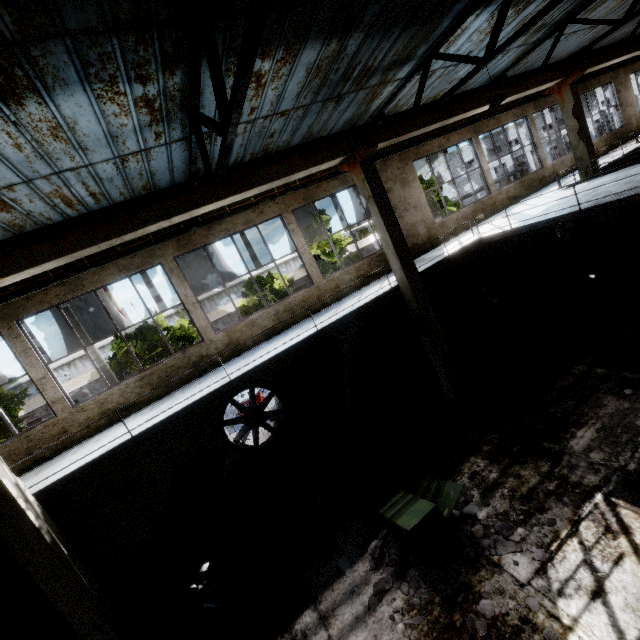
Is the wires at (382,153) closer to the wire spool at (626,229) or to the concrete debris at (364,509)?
the wire spool at (626,229)

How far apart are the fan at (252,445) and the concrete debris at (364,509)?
2.57m

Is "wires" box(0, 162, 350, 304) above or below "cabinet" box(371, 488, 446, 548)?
above

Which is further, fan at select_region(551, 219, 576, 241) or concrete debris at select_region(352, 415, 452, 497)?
fan at select_region(551, 219, 576, 241)

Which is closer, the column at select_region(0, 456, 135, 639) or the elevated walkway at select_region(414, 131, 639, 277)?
the column at select_region(0, 456, 135, 639)

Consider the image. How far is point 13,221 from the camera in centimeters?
743cm

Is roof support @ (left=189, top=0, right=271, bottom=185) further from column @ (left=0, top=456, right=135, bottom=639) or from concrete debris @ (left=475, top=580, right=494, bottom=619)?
concrete debris @ (left=475, top=580, right=494, bottom=619)

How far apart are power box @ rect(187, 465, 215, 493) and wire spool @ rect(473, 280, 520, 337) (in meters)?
10.79
